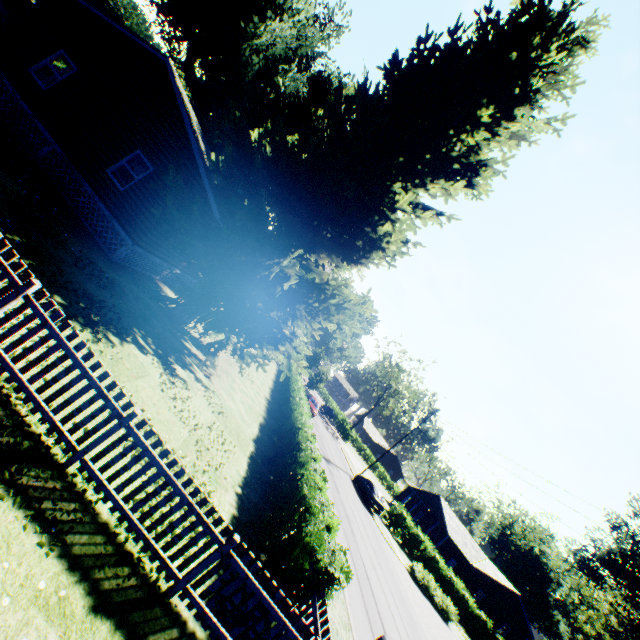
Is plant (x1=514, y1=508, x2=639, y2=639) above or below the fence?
above

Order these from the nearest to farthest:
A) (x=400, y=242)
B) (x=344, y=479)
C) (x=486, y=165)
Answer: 1. (x=486, y=165)
2. (x=400, y=242)
3. (x=344, y=479)

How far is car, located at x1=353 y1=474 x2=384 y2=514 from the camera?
28.5 meters

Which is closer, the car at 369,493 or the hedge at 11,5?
the car at 369,493

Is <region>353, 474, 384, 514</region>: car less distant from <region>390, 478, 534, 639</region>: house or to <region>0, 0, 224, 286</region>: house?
<region>390, 478, 534, 639</region>: house

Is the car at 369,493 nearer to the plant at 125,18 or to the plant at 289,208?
the plant at 289,208

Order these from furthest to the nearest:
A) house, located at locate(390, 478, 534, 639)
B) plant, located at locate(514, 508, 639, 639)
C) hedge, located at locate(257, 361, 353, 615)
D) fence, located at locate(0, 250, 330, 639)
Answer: plant, located at locate(514, 508, 639, 639) < house, located at locate(390, 478, 534, 639) < hedge, located at locate(257, 361, 353, 615) < fence, located at locate(0, 250, 330, 639)

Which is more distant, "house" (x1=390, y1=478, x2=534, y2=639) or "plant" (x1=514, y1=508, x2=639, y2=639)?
"plant" (x1=514, y1=508, x2=639, y2=639)
